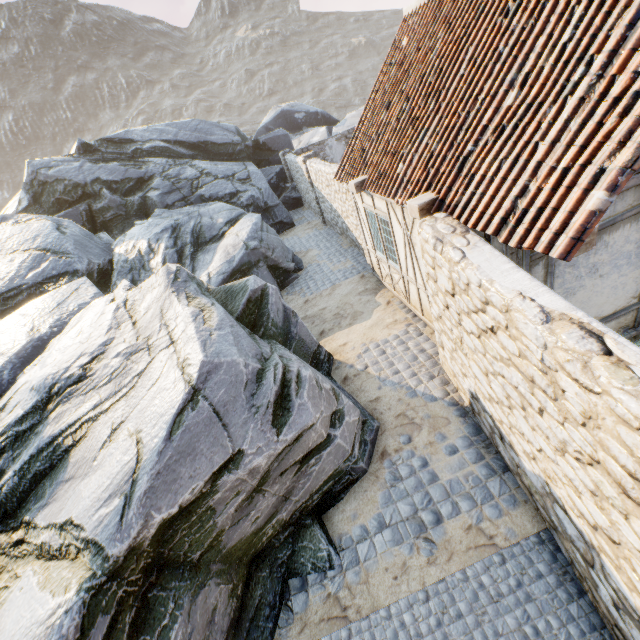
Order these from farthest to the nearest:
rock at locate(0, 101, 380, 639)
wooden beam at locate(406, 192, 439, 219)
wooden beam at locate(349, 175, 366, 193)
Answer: wooden beam at locate(349, 175, 366, 193), wooden beam at locate(406, 192, 439, 219), rock at locate(0, 101, 380, 639)

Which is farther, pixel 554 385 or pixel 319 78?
pixel 319 78

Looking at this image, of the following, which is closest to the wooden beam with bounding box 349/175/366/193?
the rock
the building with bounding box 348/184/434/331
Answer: the building with bounding box 348/184/434/331

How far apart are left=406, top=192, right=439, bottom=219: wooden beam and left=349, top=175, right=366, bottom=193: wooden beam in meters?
2.6 m

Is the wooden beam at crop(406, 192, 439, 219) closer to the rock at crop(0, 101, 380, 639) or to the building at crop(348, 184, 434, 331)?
the building at crop(348, 184, 434, 331)

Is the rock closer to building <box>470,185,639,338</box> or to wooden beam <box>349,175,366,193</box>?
building <box>470,185,639,338</box>

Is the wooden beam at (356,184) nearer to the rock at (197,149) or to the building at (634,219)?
the building at (634,219)

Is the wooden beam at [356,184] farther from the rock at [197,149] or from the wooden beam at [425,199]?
the rock at [197,149]
